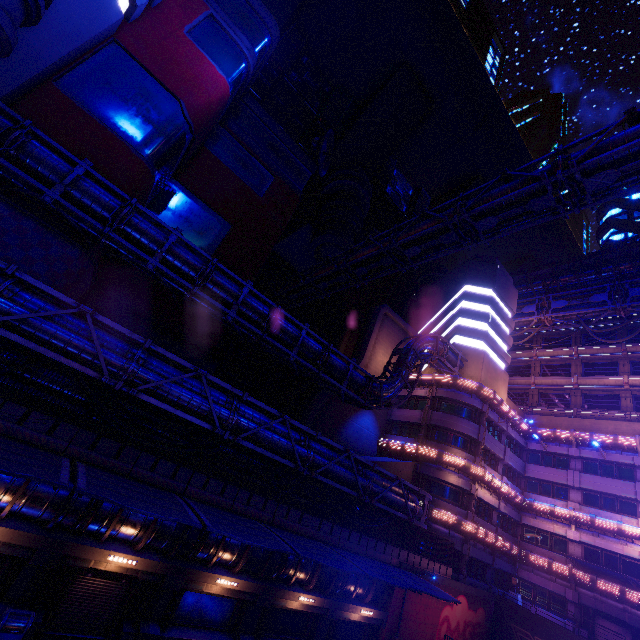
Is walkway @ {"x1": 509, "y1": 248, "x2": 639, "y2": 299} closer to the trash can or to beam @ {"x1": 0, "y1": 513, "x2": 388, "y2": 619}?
beam @ {"x1": 0, "y1": 513, "x2": 388, "y2": 619}

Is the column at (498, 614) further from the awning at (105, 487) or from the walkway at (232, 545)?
the awning at (105, 487)

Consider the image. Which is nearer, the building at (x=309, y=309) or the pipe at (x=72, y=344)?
the pipe at (x=72, y=344)

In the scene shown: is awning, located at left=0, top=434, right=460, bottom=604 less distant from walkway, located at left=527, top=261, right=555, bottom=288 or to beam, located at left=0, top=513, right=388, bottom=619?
beam, located at left=0, top=513, right=388, bottom=619

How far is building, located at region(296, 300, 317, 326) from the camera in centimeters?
5803cm

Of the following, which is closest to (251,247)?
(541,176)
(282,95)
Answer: (541,176)

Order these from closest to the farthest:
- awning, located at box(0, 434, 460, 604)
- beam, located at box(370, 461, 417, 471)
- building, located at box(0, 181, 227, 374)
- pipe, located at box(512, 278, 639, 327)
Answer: awning, located at box(0, 434, 460, 604) < building, located at box(0, 181, 227, 374) < beam, located at box(370, 461, 417, 471) < pipe, located at box(512, 278, 639, 327)

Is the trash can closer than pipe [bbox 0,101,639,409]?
Yes
